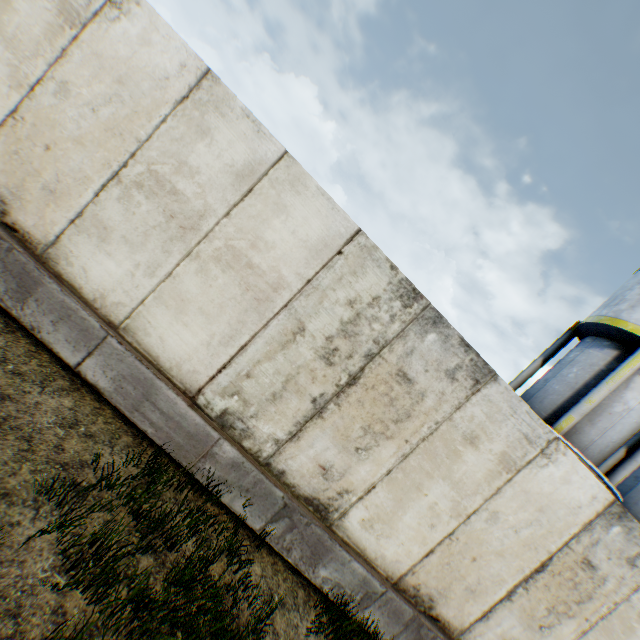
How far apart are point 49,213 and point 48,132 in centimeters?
89cm
